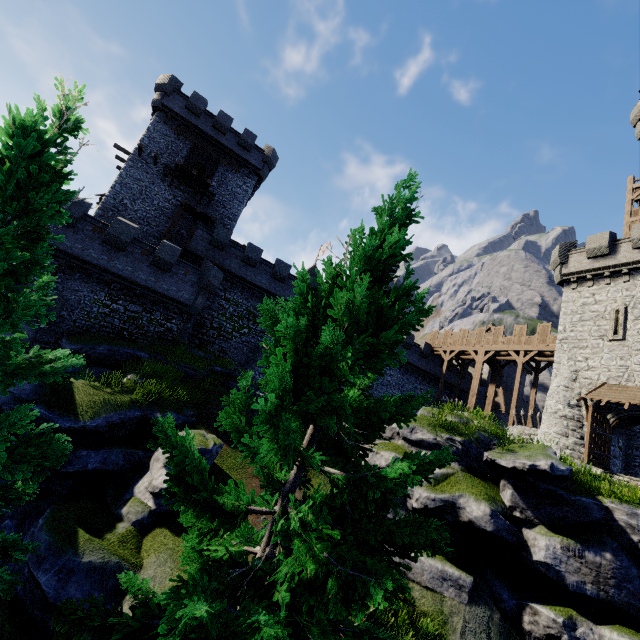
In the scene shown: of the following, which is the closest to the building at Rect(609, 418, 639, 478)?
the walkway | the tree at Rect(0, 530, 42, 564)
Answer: the walkway

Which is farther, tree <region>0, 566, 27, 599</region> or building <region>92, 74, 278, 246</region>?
building <region>92, 74, 278, 246</region>

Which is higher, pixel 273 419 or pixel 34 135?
pixel 34 135

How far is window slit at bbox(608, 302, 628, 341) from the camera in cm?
2077

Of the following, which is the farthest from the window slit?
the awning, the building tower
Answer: the building tower

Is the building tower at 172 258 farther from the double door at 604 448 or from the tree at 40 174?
the double door at 604 448

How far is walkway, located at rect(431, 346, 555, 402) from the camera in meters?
28.4

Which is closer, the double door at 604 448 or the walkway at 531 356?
the double door at 604 448
